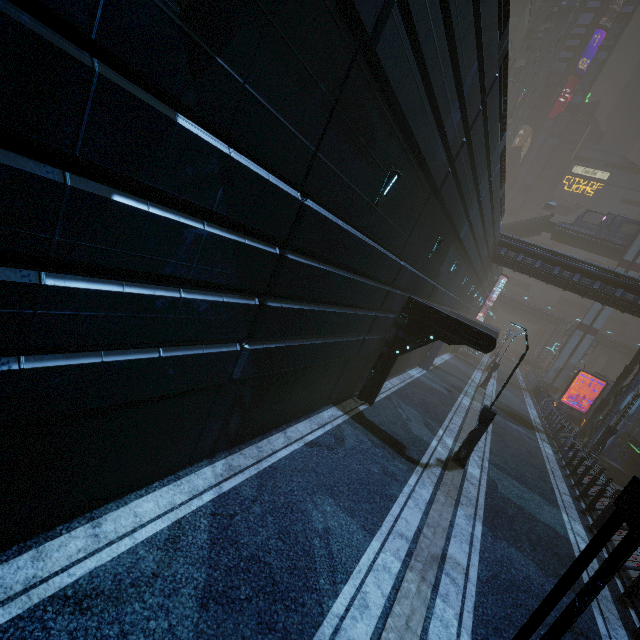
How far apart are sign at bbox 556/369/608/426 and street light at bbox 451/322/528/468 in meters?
24.9 m

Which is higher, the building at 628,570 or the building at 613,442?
the building at 613,442

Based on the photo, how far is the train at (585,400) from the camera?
36.5 meters

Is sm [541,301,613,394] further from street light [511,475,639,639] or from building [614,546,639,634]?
street light [511,475,639,639]

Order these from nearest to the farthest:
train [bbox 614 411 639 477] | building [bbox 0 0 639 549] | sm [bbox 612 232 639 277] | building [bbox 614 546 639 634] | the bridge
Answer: building [bbox 0 0 639 549]
building [bbox 614 546 639 634]
train [bbox 614 411 639 477]
sm [bbox 612 232 639 277]
the bridge

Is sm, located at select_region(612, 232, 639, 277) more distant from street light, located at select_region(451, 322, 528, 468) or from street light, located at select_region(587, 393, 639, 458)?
street light, located at select_region(451, 322, 528, 468)

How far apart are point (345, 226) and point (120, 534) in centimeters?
672cm

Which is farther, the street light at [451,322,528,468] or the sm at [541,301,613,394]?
the sm at [541,301,613,394]
